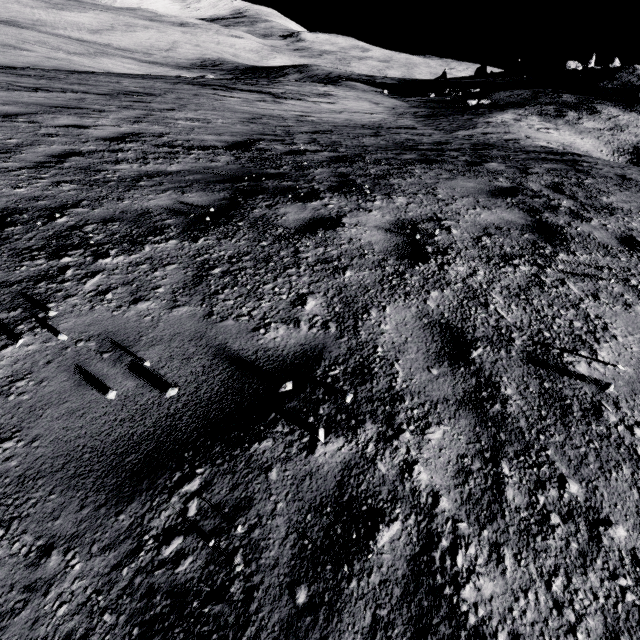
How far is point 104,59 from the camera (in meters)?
53.66
